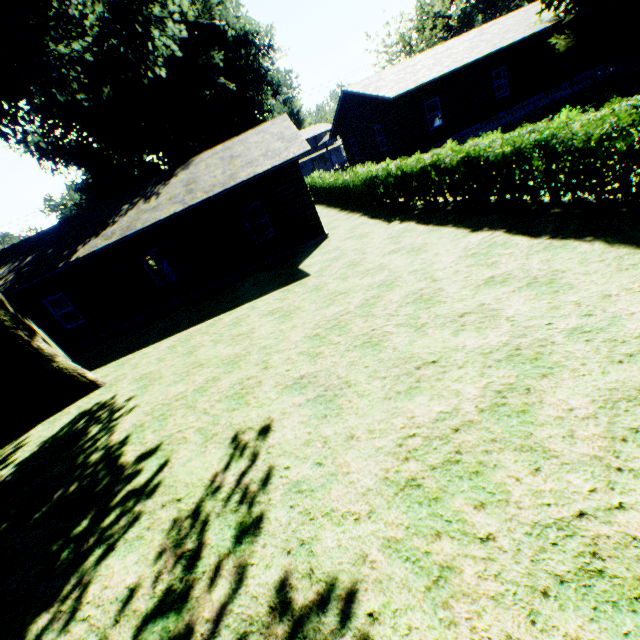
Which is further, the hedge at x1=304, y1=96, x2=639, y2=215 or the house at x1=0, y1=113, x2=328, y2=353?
the house at x1=0, y1=113, x2=328, y2=353

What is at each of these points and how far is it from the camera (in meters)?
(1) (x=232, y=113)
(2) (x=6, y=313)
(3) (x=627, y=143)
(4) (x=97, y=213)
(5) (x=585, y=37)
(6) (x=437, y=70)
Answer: (1) plant, 27.94
(2) plant, 9.02
(3) hedge, 5.53
(4) house, 16.50
(5) plant, 17.25
(6) house, 19.17

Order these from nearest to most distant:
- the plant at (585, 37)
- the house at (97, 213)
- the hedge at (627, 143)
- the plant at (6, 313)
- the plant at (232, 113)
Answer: the hedge at (627, 143) → the plant at (232, 113) → the plant at (6, 313) → the house at (97, 213) → the plant at (585, 37)

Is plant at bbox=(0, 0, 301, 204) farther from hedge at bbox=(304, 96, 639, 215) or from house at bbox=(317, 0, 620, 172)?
hedge at bbox=(304, 96, 639, 215)

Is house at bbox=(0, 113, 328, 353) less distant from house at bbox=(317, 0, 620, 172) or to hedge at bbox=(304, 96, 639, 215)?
hedge at bbox=(304, 96, 639, 215)

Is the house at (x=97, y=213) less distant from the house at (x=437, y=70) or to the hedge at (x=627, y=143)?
the hedge at (x=627, y=143)

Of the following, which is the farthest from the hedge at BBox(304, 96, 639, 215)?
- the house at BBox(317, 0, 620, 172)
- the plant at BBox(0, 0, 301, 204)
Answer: the house at BBox(317, 0, 620, 172)

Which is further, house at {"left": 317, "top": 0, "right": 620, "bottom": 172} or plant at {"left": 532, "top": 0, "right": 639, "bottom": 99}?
house at {"left": 317, "top": 0, "right": 620, "bottom": 172}
